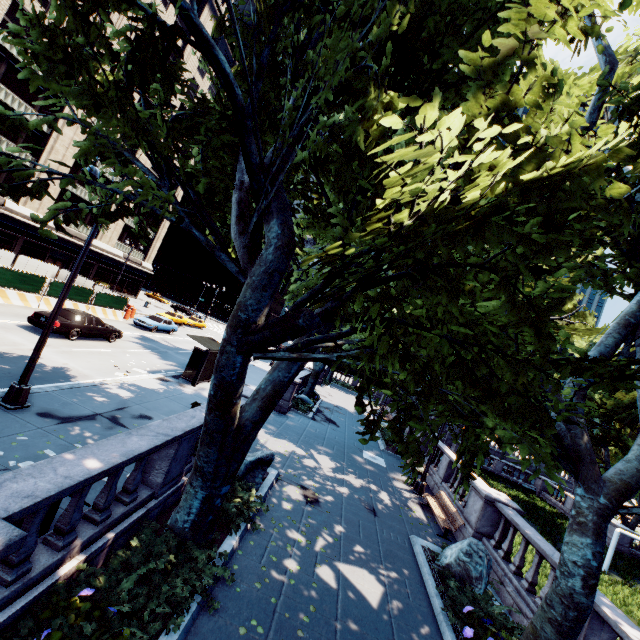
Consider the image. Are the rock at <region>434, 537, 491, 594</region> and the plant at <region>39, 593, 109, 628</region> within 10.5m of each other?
yes

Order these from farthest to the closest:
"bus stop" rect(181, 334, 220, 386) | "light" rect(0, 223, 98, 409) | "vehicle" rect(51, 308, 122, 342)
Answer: "bus stop" rect(181, 334, 220, 386), "vehicle" rect(51, 308, 122, 342), "light" rect(0, 223, 98, 409)

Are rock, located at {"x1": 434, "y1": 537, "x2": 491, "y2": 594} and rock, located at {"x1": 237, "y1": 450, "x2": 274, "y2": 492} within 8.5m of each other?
yes

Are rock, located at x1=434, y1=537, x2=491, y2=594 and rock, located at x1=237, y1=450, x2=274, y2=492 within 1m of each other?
no

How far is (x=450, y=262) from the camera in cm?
465

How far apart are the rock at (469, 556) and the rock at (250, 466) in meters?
5.8 m

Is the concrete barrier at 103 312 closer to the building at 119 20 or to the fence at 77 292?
the fence at 77 292

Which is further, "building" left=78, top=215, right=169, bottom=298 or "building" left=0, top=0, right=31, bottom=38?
"building" left=78, top=215, right=169, bottom=298
